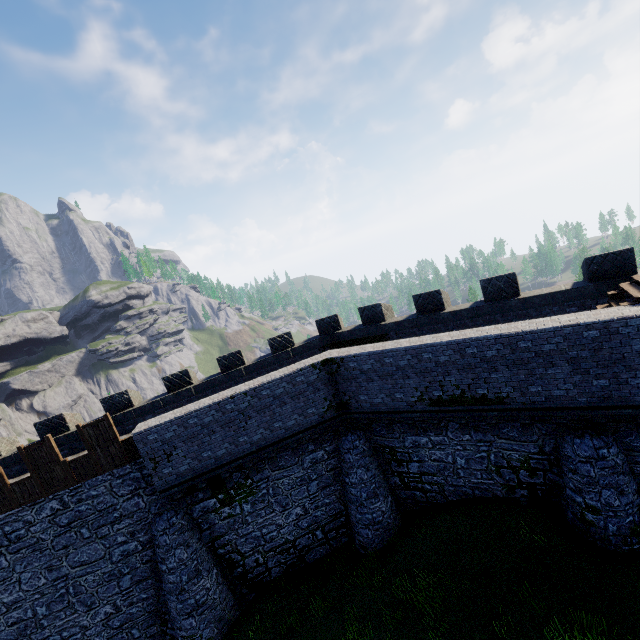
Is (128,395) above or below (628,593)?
above
